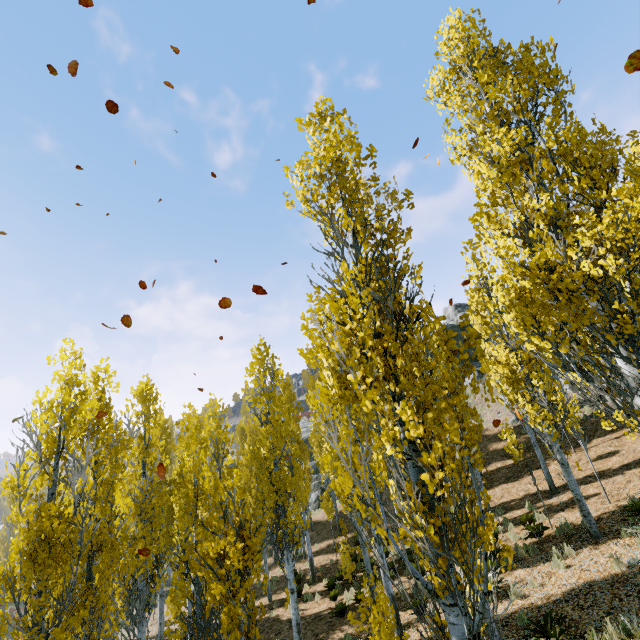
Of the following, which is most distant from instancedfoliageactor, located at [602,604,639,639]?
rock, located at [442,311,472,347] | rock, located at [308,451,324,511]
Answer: rock, located at [442,311,472,347]

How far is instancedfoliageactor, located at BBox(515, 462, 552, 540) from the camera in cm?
1191

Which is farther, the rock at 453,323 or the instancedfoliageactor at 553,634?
the rock at 453,323

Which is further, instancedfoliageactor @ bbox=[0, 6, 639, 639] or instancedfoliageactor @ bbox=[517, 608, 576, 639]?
instancedfoliageactor @ bbox=[517, 608, 576, 639]

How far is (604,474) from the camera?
14.31m

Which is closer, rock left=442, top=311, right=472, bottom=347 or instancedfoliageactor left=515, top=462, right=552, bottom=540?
instancedfoliageactor left=515, top=462, right=552, bottom=540

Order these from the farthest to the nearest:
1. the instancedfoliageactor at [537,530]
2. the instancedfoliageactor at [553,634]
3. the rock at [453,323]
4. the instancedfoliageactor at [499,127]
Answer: the rock at [453,323] < the instancedfoliageactor at [537,530] < the instancedfoliageactor at [553,634] < the instancedfoliageactor at [499,127]
